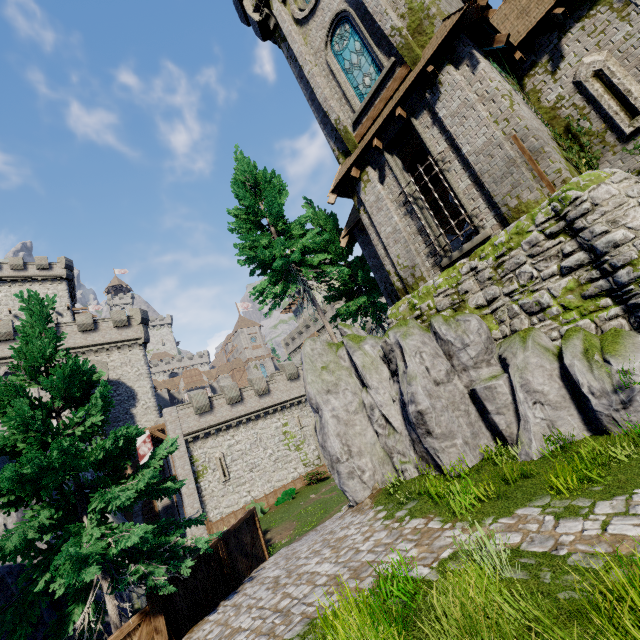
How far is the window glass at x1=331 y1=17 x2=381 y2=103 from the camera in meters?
12.1 m

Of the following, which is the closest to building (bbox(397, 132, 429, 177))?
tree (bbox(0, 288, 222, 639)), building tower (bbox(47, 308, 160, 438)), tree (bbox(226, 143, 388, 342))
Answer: tree (bbox(226, 143, 388, 342))

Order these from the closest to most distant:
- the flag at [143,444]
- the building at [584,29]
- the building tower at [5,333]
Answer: the building at [584,29] < the flag at [143,444] < the building tower at [5,333]

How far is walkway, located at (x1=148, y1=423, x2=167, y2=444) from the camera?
27.2m

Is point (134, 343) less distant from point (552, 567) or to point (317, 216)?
point (317, 216)

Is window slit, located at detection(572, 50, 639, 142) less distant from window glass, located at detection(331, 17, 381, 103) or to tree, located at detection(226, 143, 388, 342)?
window glass, located at detection(331, 17, 381, 103)

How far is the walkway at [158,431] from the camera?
27.20m

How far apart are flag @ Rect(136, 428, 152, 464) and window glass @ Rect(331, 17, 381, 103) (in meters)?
27.58
